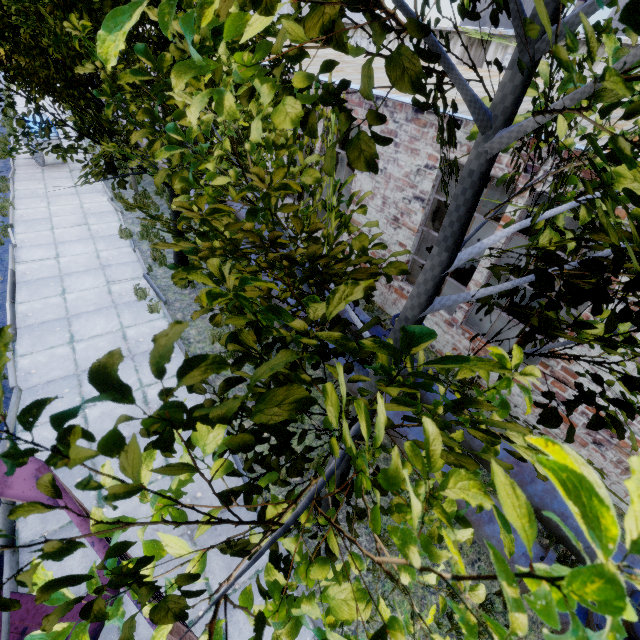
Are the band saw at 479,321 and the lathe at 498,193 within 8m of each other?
no

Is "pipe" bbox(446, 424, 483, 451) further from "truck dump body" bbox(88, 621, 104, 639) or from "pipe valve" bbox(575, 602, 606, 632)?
"truck dump body" bbox(88, 621, 104, 639)

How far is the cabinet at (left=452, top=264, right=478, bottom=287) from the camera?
10.74m

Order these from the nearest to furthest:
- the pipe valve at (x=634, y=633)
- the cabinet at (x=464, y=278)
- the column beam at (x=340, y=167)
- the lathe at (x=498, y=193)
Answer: the pipe valve at (x=634, y=633)
the cabinet at (x=464, y=278)
the column beam at (x=340, y=167)
the lathe at (x=498, y=193)

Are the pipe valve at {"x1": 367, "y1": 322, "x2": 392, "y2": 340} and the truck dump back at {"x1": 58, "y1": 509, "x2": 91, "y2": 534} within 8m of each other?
yes

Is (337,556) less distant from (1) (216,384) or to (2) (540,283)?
(2) (540,283)

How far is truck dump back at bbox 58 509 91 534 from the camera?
2.1 meters

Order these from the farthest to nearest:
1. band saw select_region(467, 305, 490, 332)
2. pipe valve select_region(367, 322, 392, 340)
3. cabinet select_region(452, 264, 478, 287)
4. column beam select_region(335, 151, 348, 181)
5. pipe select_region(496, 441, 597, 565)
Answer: column beam select_region(335, 151, 348, 181) → cabinet select_region(452, 264, 478, 287) → band saw select_region(467, 305, 490, 332) → pipe valve select_region(367, 322, 392, 340) → pipe select_region(496, 441, 597, 565)
